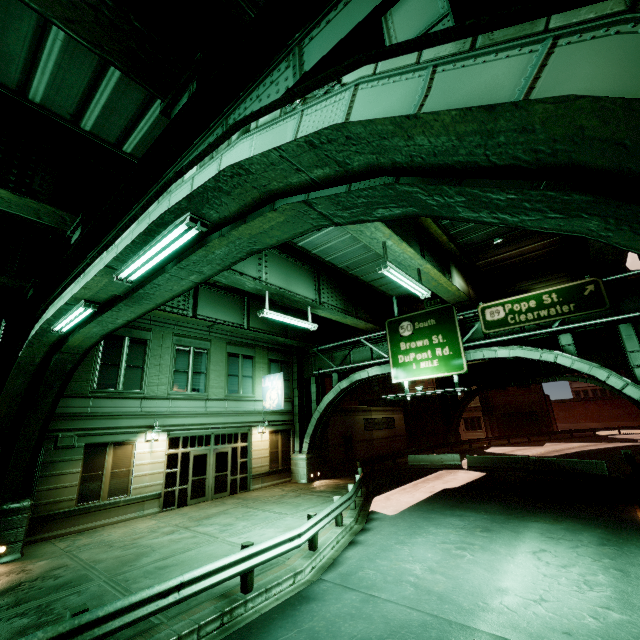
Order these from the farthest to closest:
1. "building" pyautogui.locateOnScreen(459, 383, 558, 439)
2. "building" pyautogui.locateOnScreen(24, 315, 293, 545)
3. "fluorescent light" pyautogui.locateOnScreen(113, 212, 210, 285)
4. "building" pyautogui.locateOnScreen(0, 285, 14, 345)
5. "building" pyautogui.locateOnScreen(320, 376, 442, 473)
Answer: "building" pyautogui.locateOnScreen(459, 383, 558, 439) → "building" pyautogui.locateOnScreen(320, 376, 442, 473) → "building" pyautogui.locateOnScreen(24, 315, 293, 545) → "building" pyautogui.locateOnScreen(0, 285, 14, 345) → "fluorescent light" pyautogui.locateOnScreen(113, 212, 210, 285)

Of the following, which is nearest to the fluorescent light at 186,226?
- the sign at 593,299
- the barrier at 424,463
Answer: the sign at 593,299

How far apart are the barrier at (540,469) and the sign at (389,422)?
13.1m

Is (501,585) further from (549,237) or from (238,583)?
(549,237)

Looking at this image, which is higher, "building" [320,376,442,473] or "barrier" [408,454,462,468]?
"building" [320,376,442,473]

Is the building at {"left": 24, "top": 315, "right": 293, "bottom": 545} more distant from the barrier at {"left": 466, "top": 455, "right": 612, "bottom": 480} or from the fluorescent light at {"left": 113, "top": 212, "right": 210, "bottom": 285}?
the barrier at {"left": 466, "top": 455, "right": 612, "bottom": 480}

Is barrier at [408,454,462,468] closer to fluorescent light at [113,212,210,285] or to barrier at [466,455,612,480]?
barrier at [466,455,612,480]

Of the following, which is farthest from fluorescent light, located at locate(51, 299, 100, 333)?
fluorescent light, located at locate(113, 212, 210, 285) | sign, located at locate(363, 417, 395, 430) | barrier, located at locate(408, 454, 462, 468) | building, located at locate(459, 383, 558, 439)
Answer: building, located at locate(459, 383, 558, 439)
